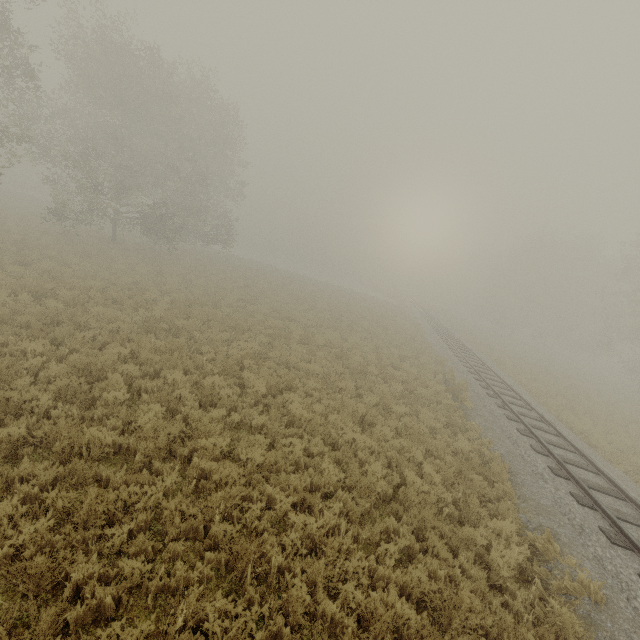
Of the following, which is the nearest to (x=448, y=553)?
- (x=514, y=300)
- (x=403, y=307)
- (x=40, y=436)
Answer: (x=40, y=436)
